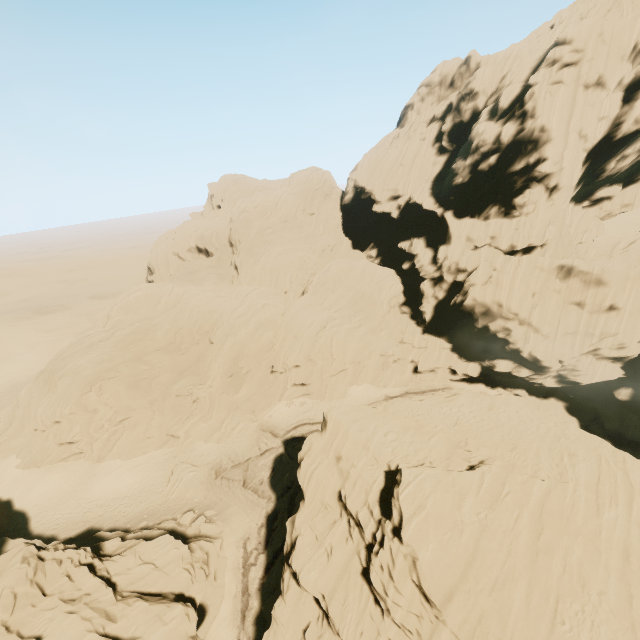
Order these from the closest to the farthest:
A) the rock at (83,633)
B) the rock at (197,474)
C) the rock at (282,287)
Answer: the rock at (83,633) < the rock at (282,287) < the rock at (197,474)

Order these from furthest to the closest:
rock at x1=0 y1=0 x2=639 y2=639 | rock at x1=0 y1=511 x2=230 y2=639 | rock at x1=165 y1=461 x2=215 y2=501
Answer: rock at x1=165 y1=461 x2=215 y2=501 → rock at x1=0 y1=0 x2=639 y2=639 → rock at x1=0 y1=511 x2=230 y2=639

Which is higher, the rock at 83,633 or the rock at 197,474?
the rock at 83,633

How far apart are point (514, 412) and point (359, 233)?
40.6m

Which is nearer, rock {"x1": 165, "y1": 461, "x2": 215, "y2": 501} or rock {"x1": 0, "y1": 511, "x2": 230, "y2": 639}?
rock {"x1": 0, "y1": 511, "x2": 230, "y2": 639}

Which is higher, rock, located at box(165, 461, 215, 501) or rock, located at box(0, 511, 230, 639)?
rock, located at box(0, 511, 230, 639)

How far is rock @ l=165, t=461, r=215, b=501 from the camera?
31.45m
